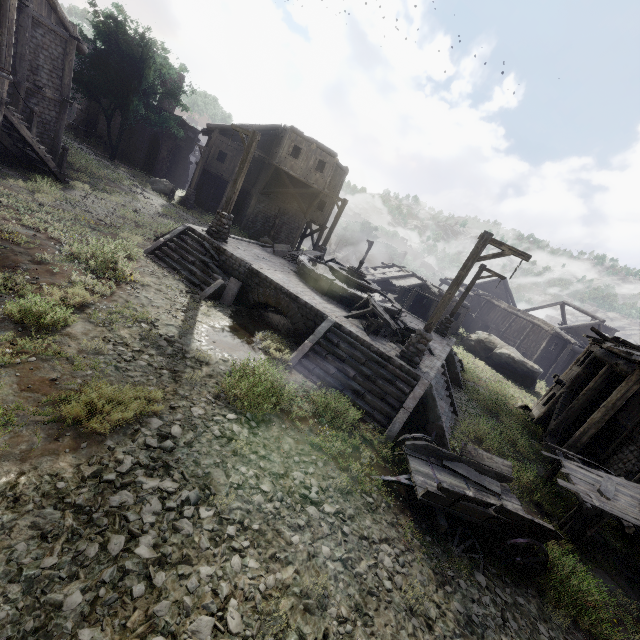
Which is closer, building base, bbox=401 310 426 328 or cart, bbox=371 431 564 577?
cart, bbox=371 431 564 577

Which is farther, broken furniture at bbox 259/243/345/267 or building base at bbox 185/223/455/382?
broken furniture at bbox 259/243/345/267

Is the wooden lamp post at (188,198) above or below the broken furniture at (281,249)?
below

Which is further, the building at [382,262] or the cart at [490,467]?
the building at [382,262]

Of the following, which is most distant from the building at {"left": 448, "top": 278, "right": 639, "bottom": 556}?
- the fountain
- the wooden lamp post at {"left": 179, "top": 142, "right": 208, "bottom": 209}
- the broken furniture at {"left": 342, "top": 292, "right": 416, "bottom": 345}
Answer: the fountain

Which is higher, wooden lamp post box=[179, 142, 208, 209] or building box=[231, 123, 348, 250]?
building box=[231, 123, 348, 250]

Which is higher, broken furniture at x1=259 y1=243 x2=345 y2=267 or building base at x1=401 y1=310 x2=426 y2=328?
broken furniture at x1=259 y1=243 x2=345 y2=267

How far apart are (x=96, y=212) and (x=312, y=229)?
22.3m
